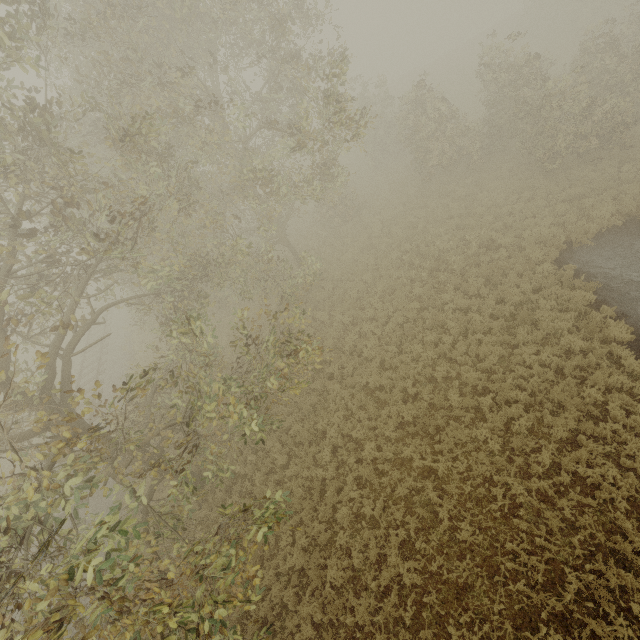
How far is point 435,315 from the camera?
14.2 meters
